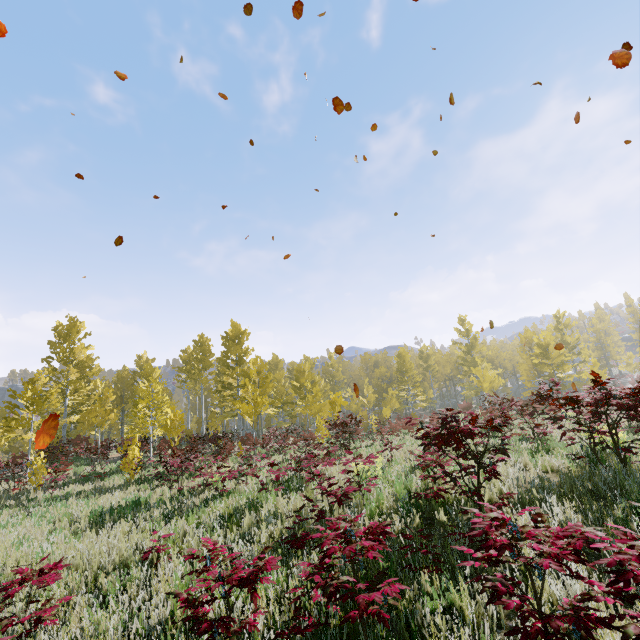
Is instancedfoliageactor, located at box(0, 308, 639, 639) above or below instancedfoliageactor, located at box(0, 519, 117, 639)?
above

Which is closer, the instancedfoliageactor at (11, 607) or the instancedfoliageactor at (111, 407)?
the instancedfoliageactor at (111, 407)

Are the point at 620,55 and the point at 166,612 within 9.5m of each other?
yes

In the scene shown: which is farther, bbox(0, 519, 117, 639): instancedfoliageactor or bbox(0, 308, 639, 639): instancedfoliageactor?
bbox(0, 519, 117, 639): instancedfoliageactor
